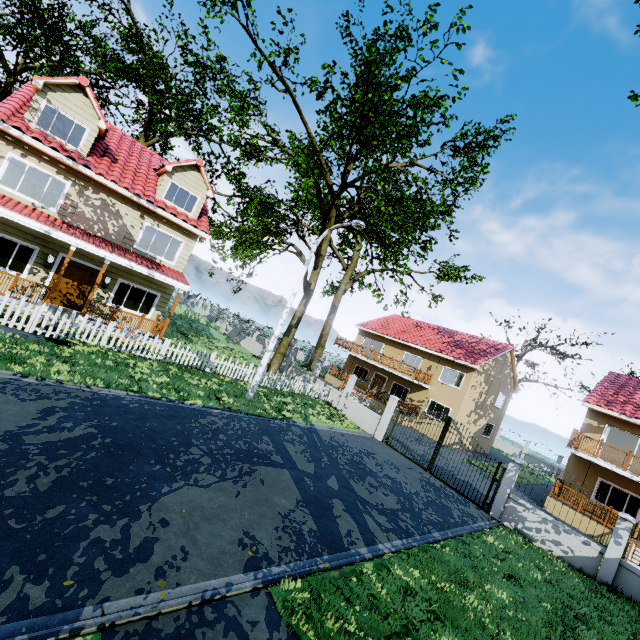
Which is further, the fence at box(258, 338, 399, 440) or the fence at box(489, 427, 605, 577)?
the fence at box(258, 338, 399, 440)

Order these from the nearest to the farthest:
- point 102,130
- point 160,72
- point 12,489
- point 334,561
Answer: point 12,489 → point 334,561 → point 102,130 → point 160,72

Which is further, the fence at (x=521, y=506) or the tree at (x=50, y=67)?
the tree at (x=50, y=67)

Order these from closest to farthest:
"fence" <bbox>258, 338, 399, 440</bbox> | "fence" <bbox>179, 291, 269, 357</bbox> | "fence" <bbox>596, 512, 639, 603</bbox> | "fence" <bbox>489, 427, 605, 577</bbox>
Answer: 1. "fence" <bbox>596, 512, 639, 603</bbox>
2. "fence" <bbox>489, 427, 605, 577</bbox>
3. "fence" <bbox>258, 338, 399, 440</bbox>
4. "fence" <bbox>179, 291, 269, 357</bbox>

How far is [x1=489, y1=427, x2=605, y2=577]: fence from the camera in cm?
1092

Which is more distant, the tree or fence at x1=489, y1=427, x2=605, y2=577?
the tree

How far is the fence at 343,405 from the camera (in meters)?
17.80
